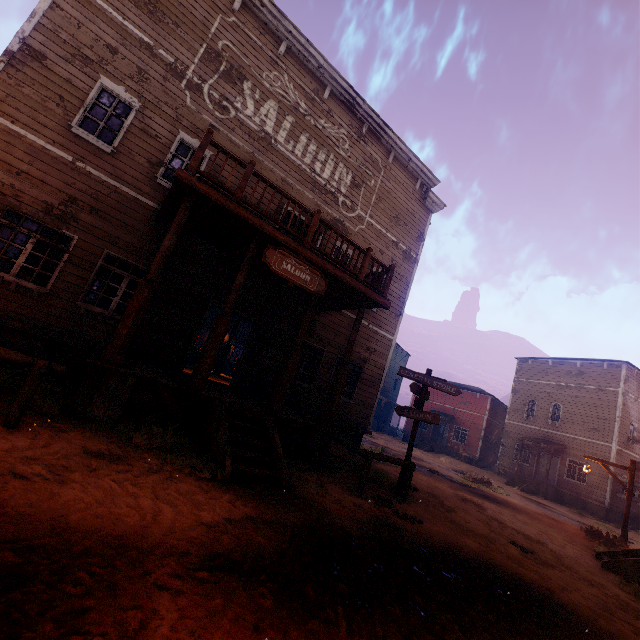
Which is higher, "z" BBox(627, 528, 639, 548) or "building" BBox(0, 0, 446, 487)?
"building" BBox(0, 0, 446, 487)

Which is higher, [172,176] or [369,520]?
[172,176]

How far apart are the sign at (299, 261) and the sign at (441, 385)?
3.3 meters

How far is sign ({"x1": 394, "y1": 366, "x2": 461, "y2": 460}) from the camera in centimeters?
844cm

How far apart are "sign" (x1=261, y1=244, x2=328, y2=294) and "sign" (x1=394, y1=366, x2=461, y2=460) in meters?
3.3

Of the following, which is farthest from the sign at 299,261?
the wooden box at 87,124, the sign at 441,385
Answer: the wooden box at 87,124

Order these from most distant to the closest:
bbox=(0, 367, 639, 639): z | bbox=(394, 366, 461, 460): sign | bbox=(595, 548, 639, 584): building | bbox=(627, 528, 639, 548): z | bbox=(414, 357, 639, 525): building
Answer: bbox=(414, 357, 639, 525): building, bbox=(627, 528, 639, 548): z, bbox=(394, 366, 461, 460): sign, bbox=(595, 548, 639, 584): building, bbox=(0, 367, 639, 639): z

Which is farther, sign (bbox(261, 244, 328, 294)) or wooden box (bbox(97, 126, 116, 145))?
wooden box (bbox(97, 126, 116, 145))
